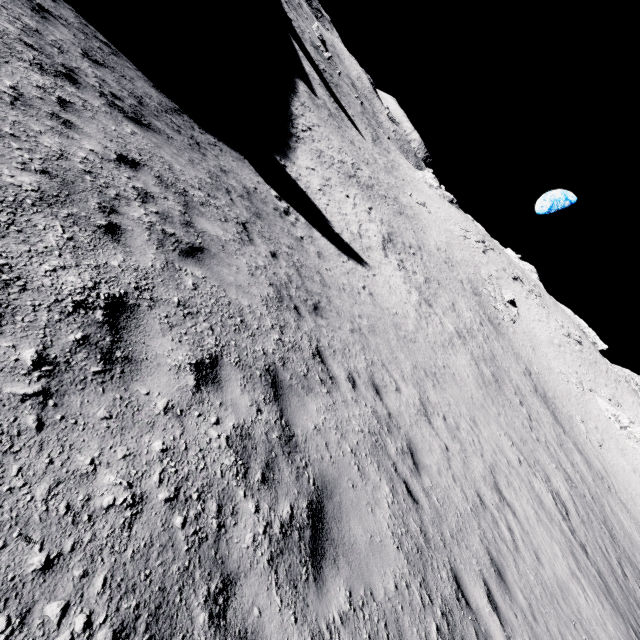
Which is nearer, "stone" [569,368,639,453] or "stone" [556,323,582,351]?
"stone" [569,368,639,453]

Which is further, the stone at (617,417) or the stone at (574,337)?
the stone at (574,337)

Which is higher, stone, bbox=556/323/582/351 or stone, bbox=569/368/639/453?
stone, bbox=556/323/582/351

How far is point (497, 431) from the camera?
15.1 meters

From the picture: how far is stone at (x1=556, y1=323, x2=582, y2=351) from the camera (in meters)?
50.69

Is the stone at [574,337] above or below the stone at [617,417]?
above
